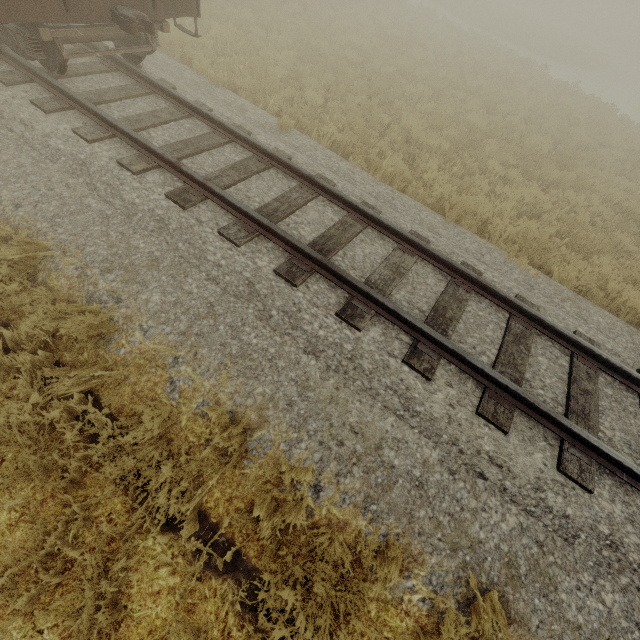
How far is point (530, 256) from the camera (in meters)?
6.67
